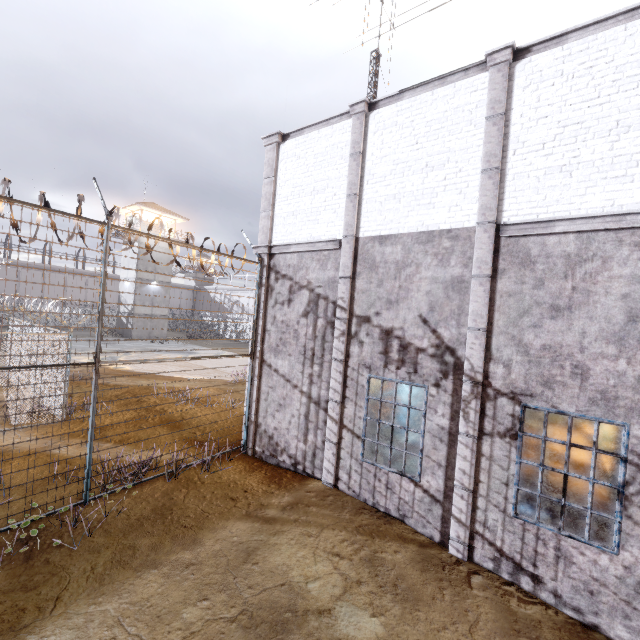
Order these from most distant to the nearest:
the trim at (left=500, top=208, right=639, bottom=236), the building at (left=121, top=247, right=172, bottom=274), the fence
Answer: the building at (left=121, top=247, right=172, bottom=274), the fence, the trim at (left=500, top=208, right=639, bottom=236)

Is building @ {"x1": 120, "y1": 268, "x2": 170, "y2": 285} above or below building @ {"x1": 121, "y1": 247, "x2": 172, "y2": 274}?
below

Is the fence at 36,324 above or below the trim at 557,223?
below

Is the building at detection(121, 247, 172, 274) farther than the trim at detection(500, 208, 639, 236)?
Yes

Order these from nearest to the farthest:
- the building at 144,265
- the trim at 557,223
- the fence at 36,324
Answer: the trim at 557,223
the fence at 36,324
the building at 144,265

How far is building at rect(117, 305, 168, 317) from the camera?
35.8m

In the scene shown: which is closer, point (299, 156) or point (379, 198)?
point (379, 198)

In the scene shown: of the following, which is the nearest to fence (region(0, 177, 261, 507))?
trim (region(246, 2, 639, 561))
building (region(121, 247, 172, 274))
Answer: trim (region(246, 2, 639, 561))
